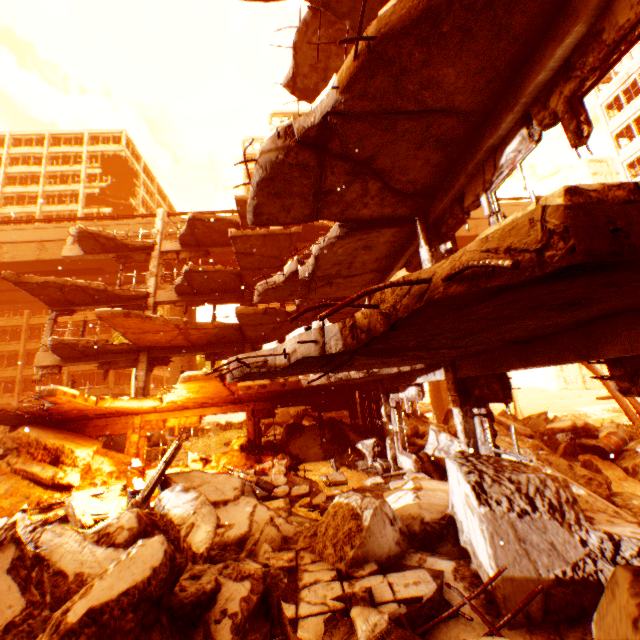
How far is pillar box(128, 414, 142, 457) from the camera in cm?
1377

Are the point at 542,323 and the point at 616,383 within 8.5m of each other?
yes

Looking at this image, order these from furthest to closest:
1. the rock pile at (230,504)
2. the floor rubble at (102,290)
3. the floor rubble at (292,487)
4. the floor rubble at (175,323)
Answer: the floor rubble at (102,290)
the floor rubble at (175,323)
the floor rubble at (292,487)
the rock pile at (230,504)

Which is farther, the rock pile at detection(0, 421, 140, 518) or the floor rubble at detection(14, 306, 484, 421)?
the rock pile at detection(0, 421, 140, 518)

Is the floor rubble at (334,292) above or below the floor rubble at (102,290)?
below

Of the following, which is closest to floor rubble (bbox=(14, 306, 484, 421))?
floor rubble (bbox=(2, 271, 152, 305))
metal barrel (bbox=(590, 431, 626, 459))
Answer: floor rubble (bbox=(2, 271, 152, 305))

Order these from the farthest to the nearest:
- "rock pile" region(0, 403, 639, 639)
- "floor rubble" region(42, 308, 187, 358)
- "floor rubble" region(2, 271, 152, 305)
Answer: "floor rubble" region(2, 271, 152, 305) < "floor rubble" region(42, 308, 187, 358) < "rock pile" region(0, 403, 639, 639)

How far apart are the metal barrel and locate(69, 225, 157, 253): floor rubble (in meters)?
21.10
